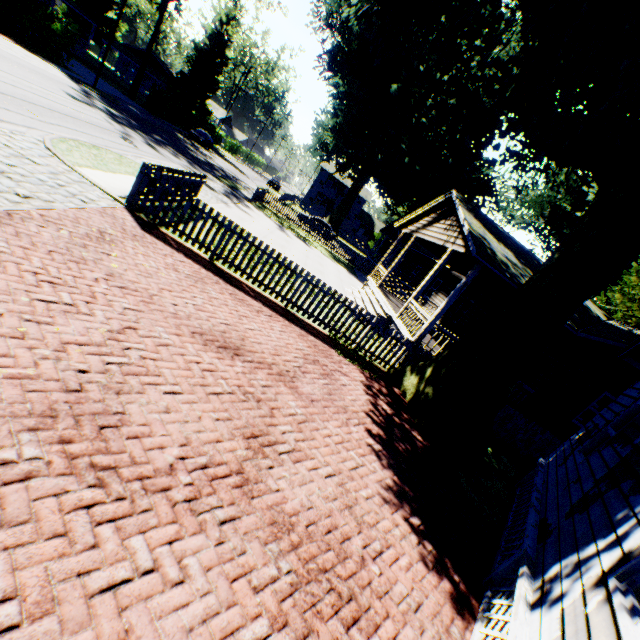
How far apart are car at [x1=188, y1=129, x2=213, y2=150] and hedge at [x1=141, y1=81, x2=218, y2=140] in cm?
274

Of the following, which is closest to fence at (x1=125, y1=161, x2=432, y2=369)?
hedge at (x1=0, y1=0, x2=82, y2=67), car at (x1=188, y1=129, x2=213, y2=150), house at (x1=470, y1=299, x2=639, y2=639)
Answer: house at (x1=470, y1=299, x2=639, y2=639)

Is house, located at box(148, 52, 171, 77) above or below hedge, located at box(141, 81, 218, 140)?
above

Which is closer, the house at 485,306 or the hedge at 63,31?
the house at 485,306

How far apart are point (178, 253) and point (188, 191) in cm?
172

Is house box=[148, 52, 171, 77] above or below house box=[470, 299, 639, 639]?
above

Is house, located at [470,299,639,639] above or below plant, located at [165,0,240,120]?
below

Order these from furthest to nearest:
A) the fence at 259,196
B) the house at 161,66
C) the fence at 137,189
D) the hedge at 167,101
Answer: the house at 161,66 → the hedge at 167,101 → the fence at 259,196 → the fence at 137,189
